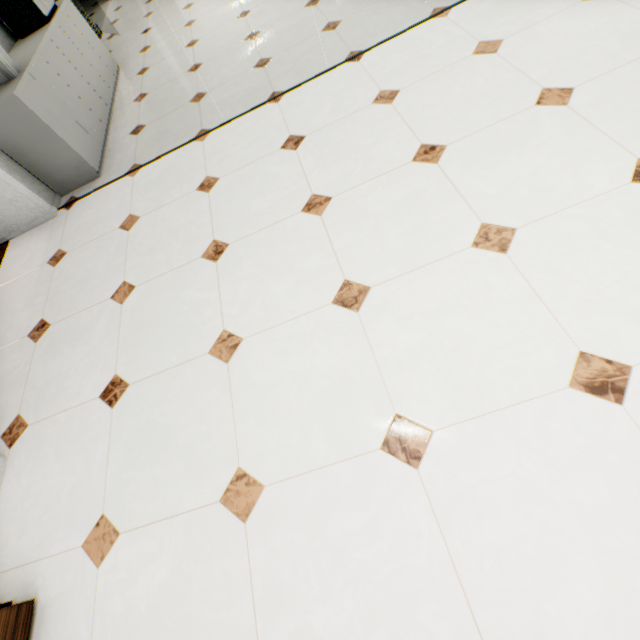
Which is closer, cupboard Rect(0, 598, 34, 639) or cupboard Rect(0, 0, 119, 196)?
cupboard Rect(0, 598, 34, 639)

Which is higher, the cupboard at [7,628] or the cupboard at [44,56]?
the cupboard at [44,56]

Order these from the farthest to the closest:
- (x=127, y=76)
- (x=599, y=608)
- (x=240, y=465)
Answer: (x=127, y=76) → (x=240, y=465) → (x=599, y=608)

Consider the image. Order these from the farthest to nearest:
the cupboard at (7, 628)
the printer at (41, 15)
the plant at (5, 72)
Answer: the printer at (41, 15)
the plant at (5, 72)
the cupboard at (7, 628)

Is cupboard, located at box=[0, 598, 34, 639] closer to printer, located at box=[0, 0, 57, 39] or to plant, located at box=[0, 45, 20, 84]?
plant, located at box=[0, 45, 20, 84]

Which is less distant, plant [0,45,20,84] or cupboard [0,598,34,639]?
cupboard [0,598,34,639]

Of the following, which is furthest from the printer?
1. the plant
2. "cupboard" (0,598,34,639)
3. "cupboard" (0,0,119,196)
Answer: "cupboard" (0,598,34,639)

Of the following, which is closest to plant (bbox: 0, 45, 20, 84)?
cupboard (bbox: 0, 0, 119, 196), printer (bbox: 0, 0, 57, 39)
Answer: cupboard (bbox: 0, 0, 119, 196)
